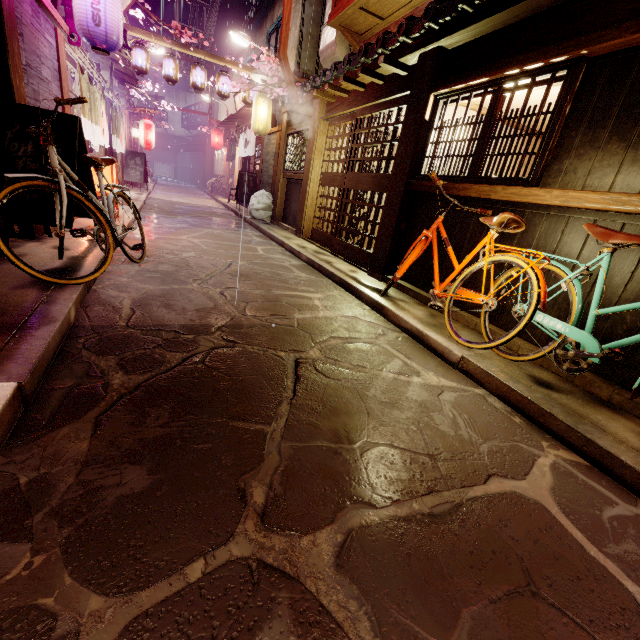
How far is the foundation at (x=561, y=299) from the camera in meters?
5.5

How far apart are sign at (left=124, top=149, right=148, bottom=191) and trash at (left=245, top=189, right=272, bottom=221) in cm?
953

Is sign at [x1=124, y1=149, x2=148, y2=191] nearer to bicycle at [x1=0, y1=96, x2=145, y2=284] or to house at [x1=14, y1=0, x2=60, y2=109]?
house at [x1=14, y1=0, x2=60, y2=109]

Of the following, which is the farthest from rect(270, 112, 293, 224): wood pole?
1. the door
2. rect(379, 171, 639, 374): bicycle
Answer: rect(379, 171, 639, 374): bicycle

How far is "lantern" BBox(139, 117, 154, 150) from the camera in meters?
24.5 m

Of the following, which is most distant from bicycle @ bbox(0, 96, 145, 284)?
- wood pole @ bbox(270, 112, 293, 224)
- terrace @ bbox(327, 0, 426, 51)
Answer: wood pole @ bbox(270, 112, 293, 224)

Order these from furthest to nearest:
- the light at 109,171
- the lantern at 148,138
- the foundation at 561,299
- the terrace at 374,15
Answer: the lantern at 148,138
the terrace at 374,15
the light at 109,171
the foundation at 561,299

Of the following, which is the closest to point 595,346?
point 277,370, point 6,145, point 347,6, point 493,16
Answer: point 277,370
